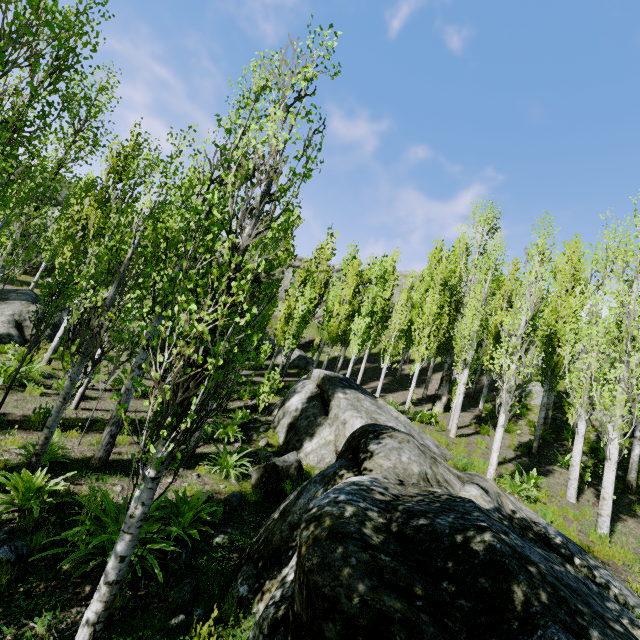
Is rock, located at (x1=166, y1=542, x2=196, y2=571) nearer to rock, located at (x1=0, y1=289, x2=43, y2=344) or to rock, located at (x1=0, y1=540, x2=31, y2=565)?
rock, located at (x1=0, y1=540, x2=31, y2=565)

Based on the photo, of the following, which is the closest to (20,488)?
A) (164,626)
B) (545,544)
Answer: (164,626)

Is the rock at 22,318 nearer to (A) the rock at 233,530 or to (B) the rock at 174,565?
(A) the rock at 233,530

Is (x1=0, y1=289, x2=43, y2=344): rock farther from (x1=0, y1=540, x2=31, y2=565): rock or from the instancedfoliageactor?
(x1=0, y1=540, x2=31, y2=565): rock

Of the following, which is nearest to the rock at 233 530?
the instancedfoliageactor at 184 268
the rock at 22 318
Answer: the instancedfoliageactor at 184 268
